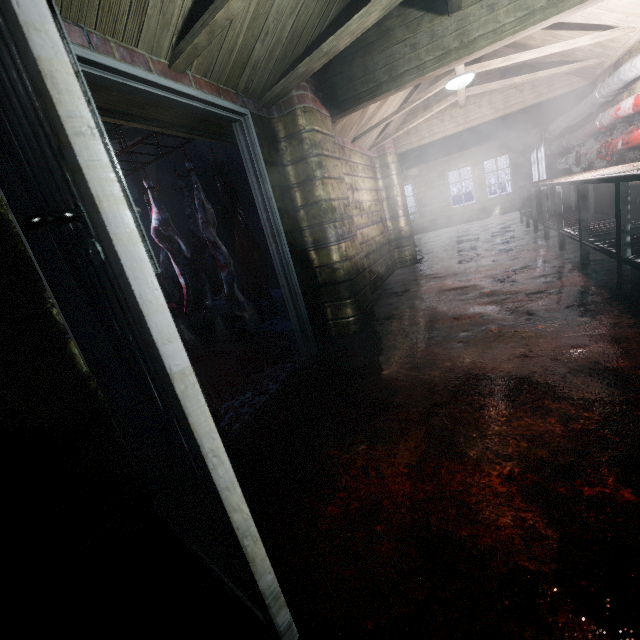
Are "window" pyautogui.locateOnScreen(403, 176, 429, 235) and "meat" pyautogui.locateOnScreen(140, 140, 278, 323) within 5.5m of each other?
no

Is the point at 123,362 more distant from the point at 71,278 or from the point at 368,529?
the point at 368,529

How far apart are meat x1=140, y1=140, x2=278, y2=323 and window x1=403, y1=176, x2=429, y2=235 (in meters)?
9.29

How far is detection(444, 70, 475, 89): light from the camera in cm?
365

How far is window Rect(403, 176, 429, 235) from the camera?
11.6 meters

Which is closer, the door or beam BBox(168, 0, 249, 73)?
the door

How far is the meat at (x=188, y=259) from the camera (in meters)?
3.54

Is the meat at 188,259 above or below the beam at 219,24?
below
